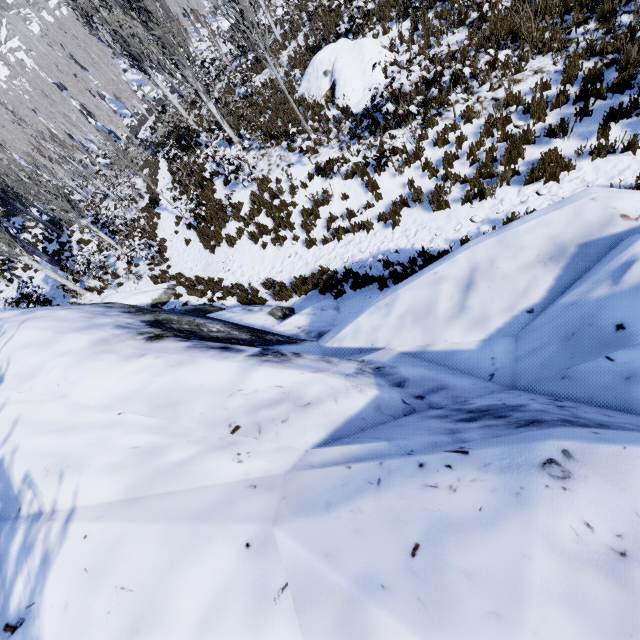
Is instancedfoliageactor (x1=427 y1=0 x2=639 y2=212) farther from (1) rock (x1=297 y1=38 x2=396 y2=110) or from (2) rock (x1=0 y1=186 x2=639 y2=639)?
(1) rock (x1=297 y1=38 x2=396 y2=110)

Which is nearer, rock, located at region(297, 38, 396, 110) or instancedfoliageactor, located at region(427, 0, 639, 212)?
instancedfoliageactor, located at region(427, 0, 639, 212)

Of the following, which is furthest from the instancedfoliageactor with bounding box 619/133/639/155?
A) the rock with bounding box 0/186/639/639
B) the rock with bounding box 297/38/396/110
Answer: the rock with bounding box 297/38/396/110

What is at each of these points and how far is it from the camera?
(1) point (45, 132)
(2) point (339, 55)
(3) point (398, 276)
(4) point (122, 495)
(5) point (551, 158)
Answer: (1) instancedfoliageactor, 42.3m
(2) rock, 11.4m
(3) instancedfoliageactor, 6.8m
(4) rock, 2.1m
(5) instancedfoliageactor, 6.7m

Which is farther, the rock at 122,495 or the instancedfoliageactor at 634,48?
the instancedfoliageactor at 634,48

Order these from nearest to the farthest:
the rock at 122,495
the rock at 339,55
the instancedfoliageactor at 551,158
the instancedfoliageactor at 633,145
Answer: the rock at 122,495
the instancedfoliageactor at 633,145
the instancedfoliageactor at 551,158
the rock at 339,55

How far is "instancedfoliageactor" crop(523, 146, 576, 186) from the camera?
6.4 meters
